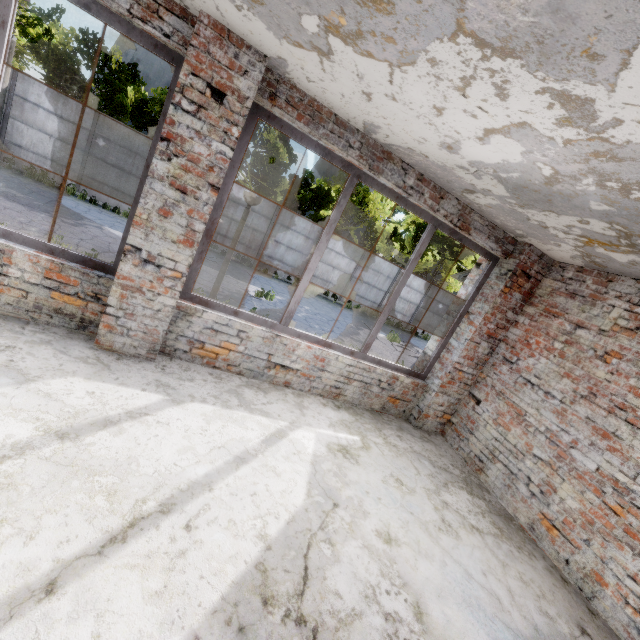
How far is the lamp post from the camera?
4.9 meters

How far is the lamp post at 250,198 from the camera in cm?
493

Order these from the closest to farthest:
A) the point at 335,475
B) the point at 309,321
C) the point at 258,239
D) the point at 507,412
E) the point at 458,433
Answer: the point at 335,475 → the point at 507,412 → the point at 458,433 → the point at 309,321 → the point at 258,239
